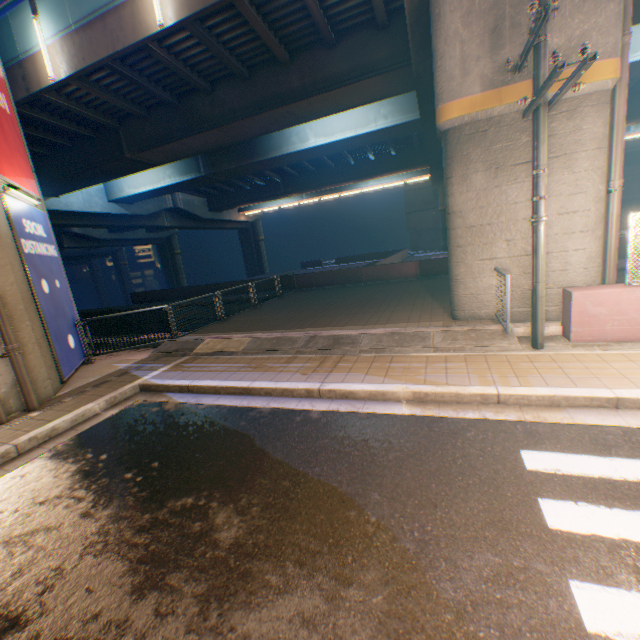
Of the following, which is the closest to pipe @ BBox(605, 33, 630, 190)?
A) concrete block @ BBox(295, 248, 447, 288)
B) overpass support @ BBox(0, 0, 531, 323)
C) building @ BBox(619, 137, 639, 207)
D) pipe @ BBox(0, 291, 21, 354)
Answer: overpass support @ BBox(0, 0, 531, 323)

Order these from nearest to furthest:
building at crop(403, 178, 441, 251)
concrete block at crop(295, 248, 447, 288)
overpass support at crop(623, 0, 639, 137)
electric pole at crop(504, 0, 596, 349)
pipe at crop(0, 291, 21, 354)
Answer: electric pole at crop(504, 0, 596, 349) < pipe at crop(0, 291, 21, 354) < overpass support at crop(623, 0, 639, 137) < concrete block at crop(295, 248, 447, 288) < building at crop(403, 178, 441, 251)

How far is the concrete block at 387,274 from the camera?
16.7m

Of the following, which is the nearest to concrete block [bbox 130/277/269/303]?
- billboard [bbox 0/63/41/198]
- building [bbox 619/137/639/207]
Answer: building [bbox 619/137/639/207]

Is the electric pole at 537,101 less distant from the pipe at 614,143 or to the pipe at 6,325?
the pipe at 614,143

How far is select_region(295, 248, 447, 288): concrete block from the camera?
16.7 meters

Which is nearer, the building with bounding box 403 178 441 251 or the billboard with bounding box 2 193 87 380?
the billboard with bounding box 2 193 87 380

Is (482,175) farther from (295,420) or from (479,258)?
(295,420)
